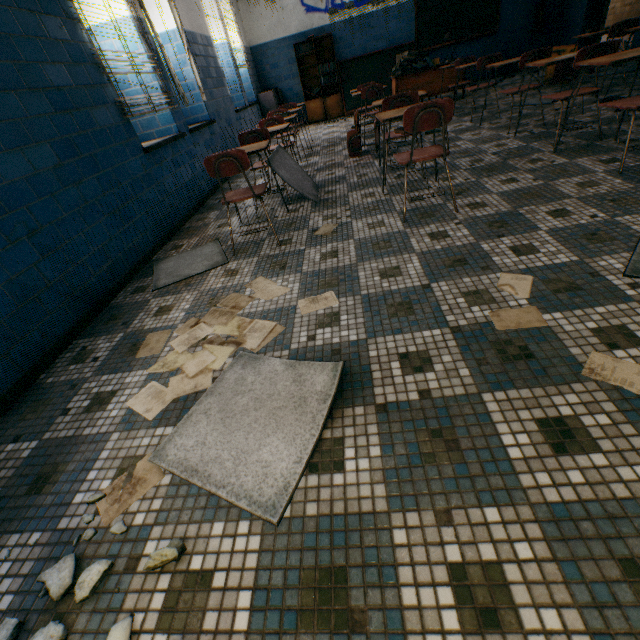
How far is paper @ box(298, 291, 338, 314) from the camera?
1.9m

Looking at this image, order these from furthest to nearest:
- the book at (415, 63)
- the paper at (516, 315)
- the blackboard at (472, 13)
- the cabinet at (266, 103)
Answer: the cabinet at (266, 103), the blackboard at (472, 13), the book at (415, 63), the paper at (516, 315)

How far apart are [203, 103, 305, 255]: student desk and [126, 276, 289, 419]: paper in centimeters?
175cm

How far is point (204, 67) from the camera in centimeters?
523cm

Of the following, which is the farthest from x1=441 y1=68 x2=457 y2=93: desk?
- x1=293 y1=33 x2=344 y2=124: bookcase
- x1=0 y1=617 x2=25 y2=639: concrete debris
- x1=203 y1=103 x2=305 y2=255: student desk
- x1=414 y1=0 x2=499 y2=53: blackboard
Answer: x1=0 y1=617 x2=25 y2=639: concrete debris

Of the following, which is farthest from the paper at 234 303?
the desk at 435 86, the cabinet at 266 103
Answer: the cabinet at 266 103

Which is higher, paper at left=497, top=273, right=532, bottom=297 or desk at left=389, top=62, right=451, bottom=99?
desk at left=389, top=62, right=451, bottom=99

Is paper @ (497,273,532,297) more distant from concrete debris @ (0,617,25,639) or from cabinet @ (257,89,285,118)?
cabinet @ (257,89,285,118)
